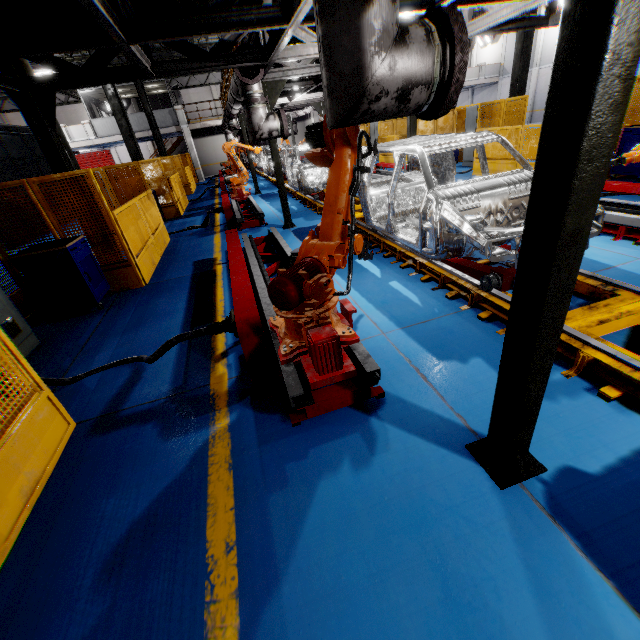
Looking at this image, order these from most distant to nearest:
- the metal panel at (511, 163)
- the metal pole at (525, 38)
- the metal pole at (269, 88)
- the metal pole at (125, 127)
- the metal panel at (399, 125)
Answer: the metal panel at (399, 125) → the metal pole at (125, 127) → the metal pole at (525, 38) → the metal panel at (511, 163) → the metal pole at (269, 88)

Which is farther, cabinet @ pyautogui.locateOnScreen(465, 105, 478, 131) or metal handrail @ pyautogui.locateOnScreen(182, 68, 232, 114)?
metal handrail @ pyautogui.locateOnScreen(182, 68, 232, 114)

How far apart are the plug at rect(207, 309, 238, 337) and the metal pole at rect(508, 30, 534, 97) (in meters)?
14.66

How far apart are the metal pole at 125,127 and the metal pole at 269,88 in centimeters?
818cm

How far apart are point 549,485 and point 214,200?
17.25m

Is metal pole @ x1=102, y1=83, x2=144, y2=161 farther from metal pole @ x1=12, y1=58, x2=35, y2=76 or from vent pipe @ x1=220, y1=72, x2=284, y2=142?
metal pole @ x1=12, y1=58, x2=35, y2=76

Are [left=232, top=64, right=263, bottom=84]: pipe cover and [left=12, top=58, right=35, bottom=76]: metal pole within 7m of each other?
yes

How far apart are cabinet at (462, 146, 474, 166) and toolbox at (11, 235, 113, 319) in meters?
13.5
